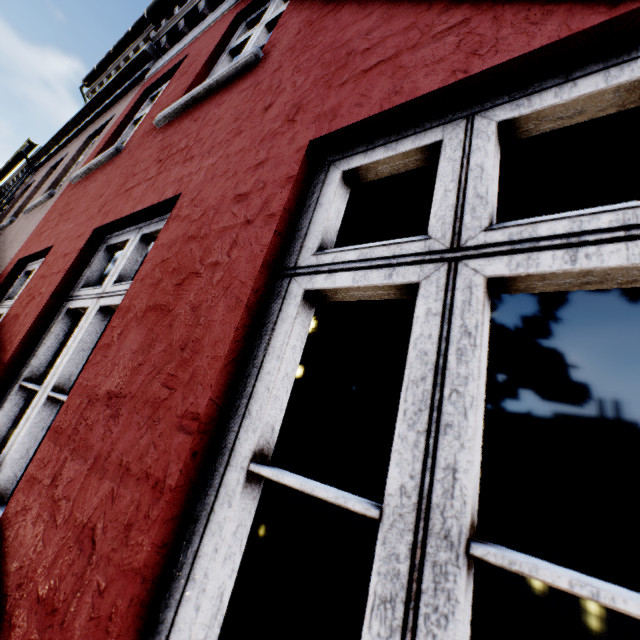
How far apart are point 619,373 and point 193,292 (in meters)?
7.17
